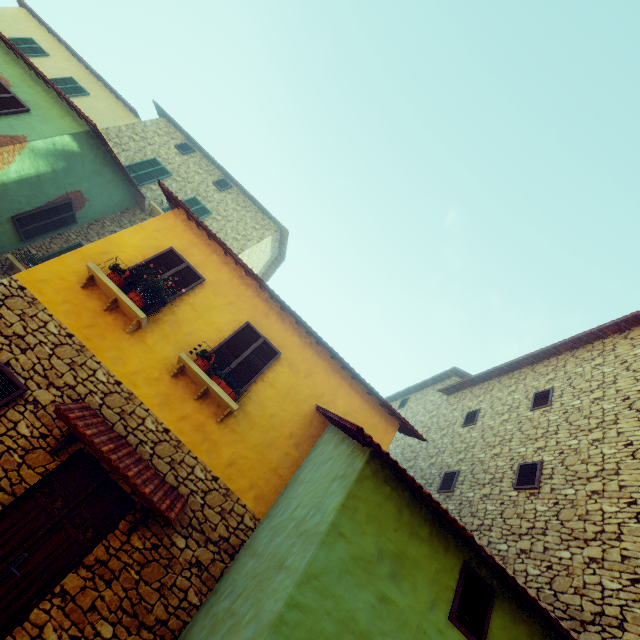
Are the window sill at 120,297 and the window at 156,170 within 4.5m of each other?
no

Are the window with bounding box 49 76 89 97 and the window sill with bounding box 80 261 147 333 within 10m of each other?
no

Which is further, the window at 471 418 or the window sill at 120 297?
the window at 471 418

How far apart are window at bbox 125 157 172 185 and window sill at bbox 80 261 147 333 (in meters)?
8.47

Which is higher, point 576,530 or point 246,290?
point 246,290

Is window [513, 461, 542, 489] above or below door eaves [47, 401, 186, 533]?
above

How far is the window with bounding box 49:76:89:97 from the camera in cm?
1372

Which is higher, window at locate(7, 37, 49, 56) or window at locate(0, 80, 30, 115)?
window at locate(7, 37, 49, 56)
